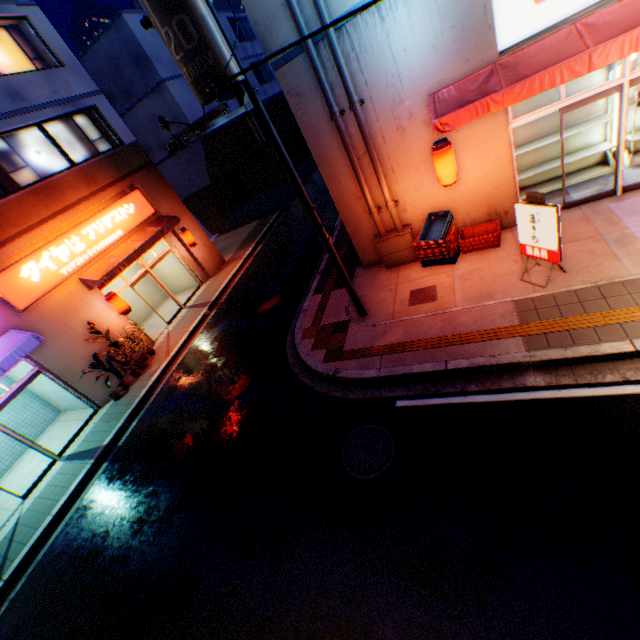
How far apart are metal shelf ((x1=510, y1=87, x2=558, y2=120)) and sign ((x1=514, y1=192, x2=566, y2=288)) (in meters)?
3.22

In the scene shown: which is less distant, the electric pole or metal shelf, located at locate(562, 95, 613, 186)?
the electric pole

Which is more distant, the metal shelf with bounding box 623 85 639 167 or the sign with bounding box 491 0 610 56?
the metal shelf with bounding box 623 85 639 167

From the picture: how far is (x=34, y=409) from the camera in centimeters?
1232cm

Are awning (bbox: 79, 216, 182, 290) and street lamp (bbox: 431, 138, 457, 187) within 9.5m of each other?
no

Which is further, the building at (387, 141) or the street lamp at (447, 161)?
the street lamp at (447, 161)

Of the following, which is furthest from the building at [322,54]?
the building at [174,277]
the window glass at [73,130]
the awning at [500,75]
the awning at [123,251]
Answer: the window glass at [73,130]

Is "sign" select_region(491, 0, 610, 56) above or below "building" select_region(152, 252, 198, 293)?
above
